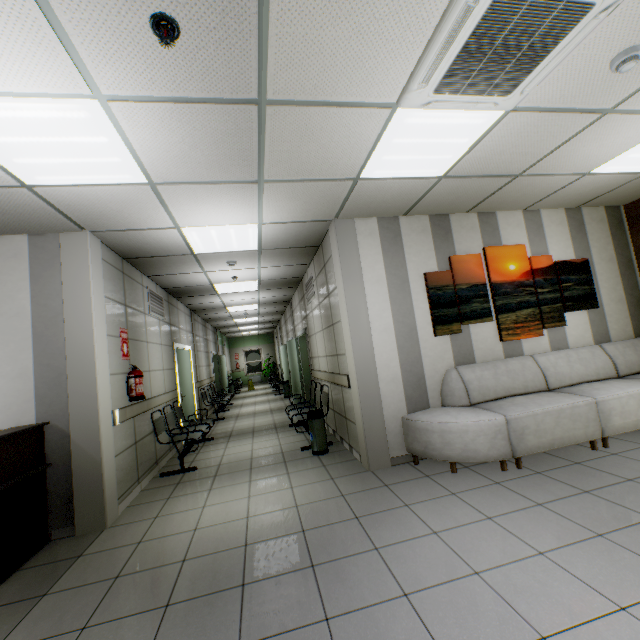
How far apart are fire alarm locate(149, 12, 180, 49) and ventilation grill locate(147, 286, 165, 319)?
4.8 meters

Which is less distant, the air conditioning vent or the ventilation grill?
the air conditioning vent

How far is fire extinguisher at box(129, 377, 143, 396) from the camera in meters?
4.3 m

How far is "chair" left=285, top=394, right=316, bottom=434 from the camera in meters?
5.3 m

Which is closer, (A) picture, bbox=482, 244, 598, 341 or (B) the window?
(A) picture, bbox=482, 244, 598, 341

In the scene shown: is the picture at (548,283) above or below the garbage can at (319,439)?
above

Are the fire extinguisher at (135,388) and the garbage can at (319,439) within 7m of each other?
yes

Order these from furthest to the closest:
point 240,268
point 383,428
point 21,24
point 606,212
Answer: point 240,268 < point 606,212 < point 383,428 < point 21,24
